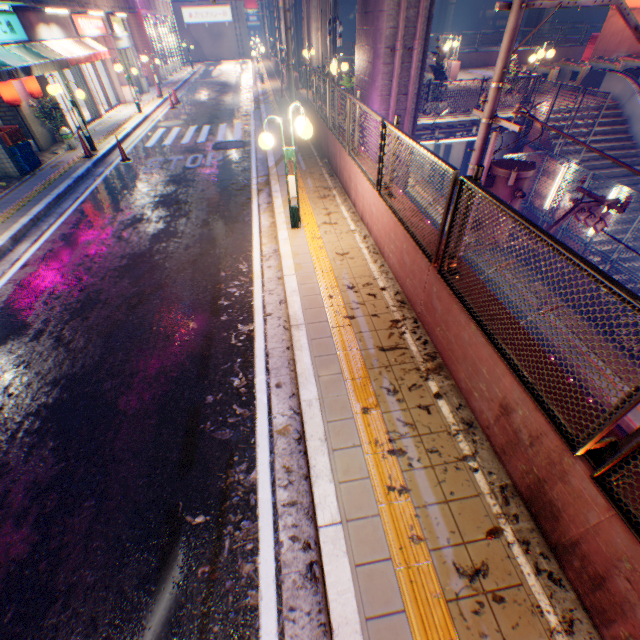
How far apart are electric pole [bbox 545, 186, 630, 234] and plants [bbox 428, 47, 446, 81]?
8.59m

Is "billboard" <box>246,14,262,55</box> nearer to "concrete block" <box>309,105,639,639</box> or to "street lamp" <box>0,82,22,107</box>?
"concrete block" <box>309,105,639,639</box>

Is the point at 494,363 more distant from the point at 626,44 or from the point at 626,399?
the point at 626,44

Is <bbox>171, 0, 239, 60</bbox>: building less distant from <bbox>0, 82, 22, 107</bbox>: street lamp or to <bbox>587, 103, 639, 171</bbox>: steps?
<bbox>0, 82, 22, 107</bbox>: street lamp

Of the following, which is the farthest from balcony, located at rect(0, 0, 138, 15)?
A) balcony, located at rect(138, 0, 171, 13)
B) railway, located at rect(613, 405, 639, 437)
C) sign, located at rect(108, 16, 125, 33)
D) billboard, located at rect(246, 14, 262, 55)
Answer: billboard, located at rect(246, 14, 262, 55)

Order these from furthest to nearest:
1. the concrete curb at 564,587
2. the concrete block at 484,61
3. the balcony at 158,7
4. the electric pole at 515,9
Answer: the balcony at 158,7
the concrete block at 484,61
the electric pole at 515,9
the concrete curb at 564,587

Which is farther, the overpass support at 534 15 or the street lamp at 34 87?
the overpass support at 534 15

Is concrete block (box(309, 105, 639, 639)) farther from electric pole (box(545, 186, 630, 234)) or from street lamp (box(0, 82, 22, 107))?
street lamp (box(0, 82, 22, 107))
